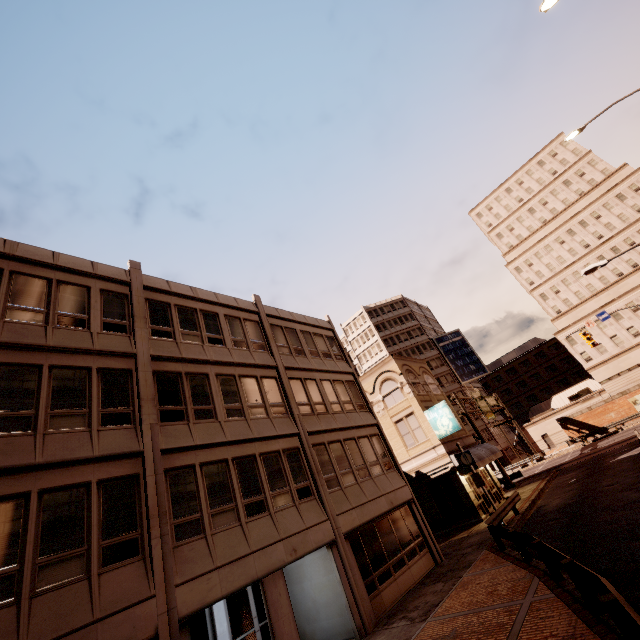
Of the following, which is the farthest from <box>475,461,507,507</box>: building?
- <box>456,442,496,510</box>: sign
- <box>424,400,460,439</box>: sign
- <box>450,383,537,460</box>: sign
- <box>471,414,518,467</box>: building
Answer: <box>456,442,496,510</box>: sign

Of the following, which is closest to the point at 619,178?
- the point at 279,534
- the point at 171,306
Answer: the point at 171,306

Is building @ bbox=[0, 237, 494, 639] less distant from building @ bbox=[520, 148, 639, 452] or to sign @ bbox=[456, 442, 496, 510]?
sign @ bbox=[456, 442, 496, 510]

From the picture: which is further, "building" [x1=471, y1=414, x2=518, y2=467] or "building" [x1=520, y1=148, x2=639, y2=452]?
"building" [x1=471, y1=414, x2=518, y2=467]

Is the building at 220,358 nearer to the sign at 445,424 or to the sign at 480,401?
the sign at 445,424

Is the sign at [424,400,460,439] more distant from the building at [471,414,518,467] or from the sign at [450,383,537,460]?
the building at [471,414,518,467]

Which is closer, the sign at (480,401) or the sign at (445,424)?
the sign at (445,424)

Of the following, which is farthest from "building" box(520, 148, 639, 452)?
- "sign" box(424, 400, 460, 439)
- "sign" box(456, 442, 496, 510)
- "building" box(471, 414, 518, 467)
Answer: "sign" box(456, 442, 496, 510)
